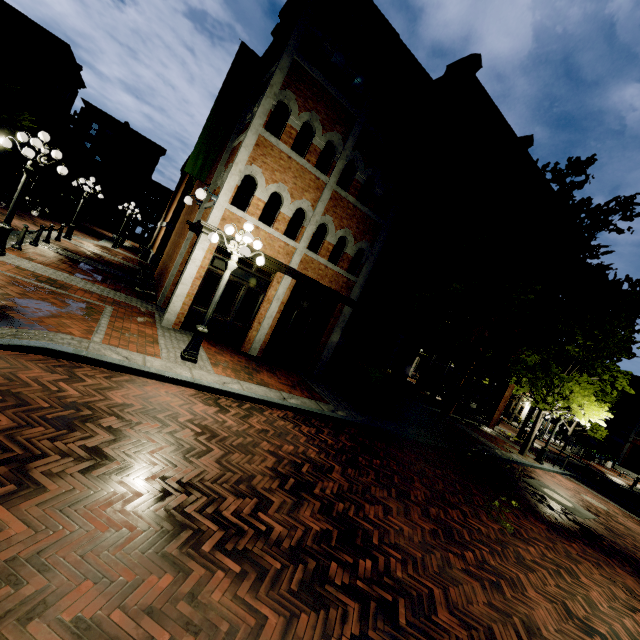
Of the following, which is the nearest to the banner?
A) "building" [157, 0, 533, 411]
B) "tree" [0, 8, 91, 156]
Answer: "building" [157, 0, 533, 411]

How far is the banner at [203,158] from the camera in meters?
11.7

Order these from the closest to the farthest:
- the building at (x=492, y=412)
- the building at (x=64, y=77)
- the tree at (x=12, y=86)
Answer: the tree at (x=12, y=86), the building at (x=492, y=412), the building at (x=64, y=77)

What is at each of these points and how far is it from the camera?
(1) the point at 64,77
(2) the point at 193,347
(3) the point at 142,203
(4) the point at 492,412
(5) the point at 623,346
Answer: (1) building, 34.0 meters
(2) light, 7.8 meters
(3) building, 51.6 meters
(4) building, 21.7 meters
(5) tree, 13.8 meters

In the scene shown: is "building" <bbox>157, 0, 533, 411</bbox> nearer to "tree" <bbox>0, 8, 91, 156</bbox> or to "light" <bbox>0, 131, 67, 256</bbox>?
"tree" <bbox>0, 8, 91, 156</bbox>

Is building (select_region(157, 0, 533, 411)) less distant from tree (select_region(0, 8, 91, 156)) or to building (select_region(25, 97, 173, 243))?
tree (select_region(0, 8, 91, 156))

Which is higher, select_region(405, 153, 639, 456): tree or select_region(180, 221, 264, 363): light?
select_region(405, 153, 639, 456): tree

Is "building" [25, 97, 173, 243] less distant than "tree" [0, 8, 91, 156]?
No
